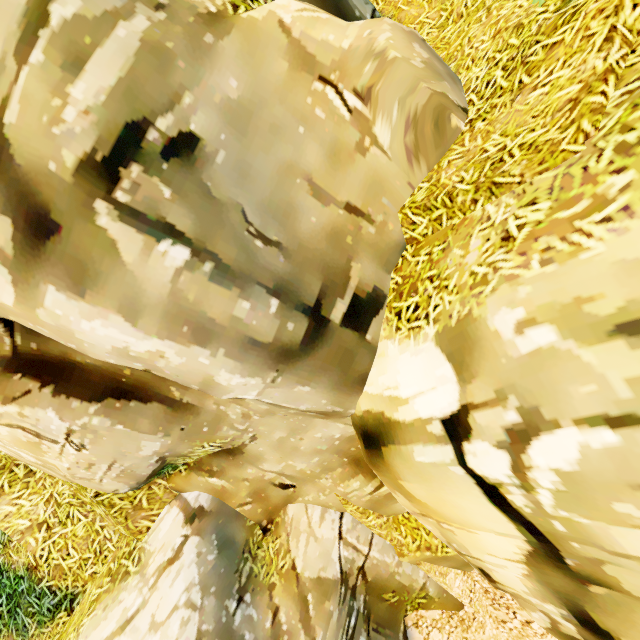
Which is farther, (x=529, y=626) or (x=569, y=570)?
(x=529, y=626)
